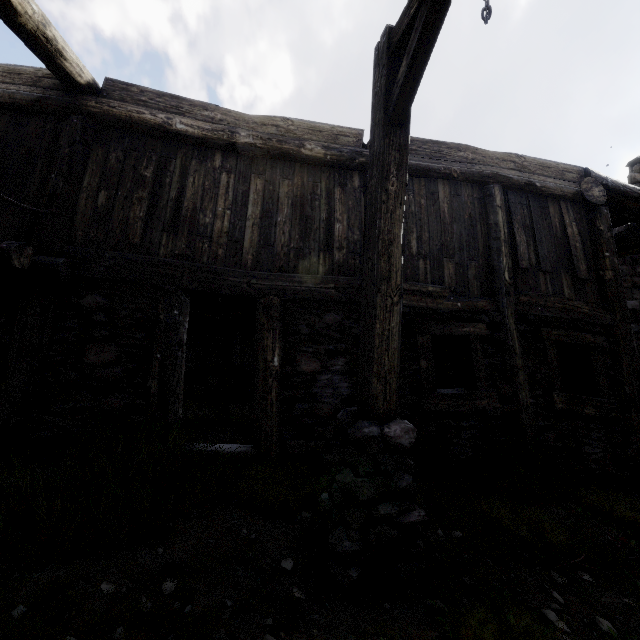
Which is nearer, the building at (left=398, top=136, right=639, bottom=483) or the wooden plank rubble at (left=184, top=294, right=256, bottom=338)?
the building at (left=398, top=136, right=639, bottom=483)

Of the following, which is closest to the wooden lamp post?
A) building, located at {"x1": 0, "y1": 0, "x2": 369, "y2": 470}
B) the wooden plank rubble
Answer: building, located at {"x1": 0, "y1": 0, "x2": 369, "y2": 470}

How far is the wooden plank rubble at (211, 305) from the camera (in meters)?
8.20

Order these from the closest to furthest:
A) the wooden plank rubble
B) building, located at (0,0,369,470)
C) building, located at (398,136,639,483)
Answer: building, located at (0,0,369,470)
building, located at (398,136,639,483)
the wooden plank rubble

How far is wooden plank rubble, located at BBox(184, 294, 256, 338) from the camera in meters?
8.2 m

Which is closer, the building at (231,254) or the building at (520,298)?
the building at (231,254)

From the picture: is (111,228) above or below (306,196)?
below
